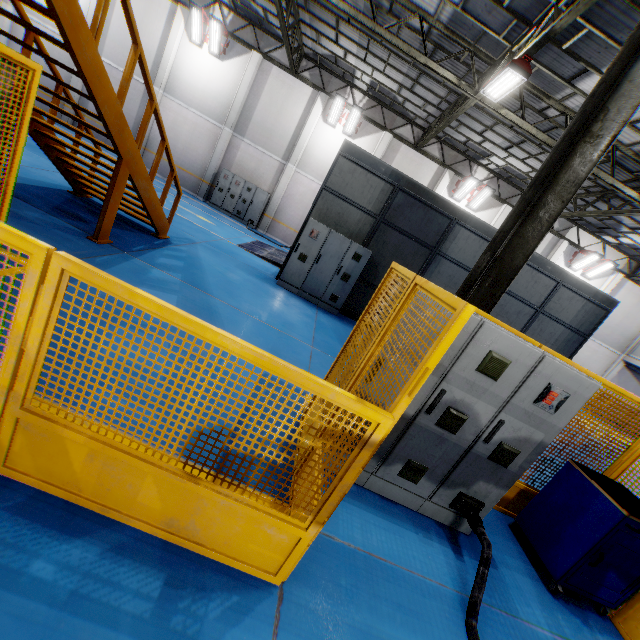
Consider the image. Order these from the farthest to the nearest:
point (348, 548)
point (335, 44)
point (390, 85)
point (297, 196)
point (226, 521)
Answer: point (297, 196), point (390, 85), point (335, 44), point (348, 548), point (226, 521)

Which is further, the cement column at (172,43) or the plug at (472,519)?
the cement column at (172,43)

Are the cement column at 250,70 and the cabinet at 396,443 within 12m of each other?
no

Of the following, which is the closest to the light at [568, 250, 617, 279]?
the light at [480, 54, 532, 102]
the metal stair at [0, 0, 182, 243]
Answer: the light at [480, 54, 532, 102]

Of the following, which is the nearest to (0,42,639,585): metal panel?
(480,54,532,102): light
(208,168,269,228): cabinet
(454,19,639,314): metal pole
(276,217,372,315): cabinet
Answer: (454,19,639,314): metal pole

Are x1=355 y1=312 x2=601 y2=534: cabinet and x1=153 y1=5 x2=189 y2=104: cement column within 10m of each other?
no

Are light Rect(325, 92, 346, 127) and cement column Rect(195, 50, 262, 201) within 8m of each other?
yes

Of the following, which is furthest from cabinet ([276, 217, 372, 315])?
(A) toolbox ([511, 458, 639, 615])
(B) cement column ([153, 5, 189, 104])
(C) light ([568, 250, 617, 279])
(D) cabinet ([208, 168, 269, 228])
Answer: (C) light ([568, 250, 617, 279])
